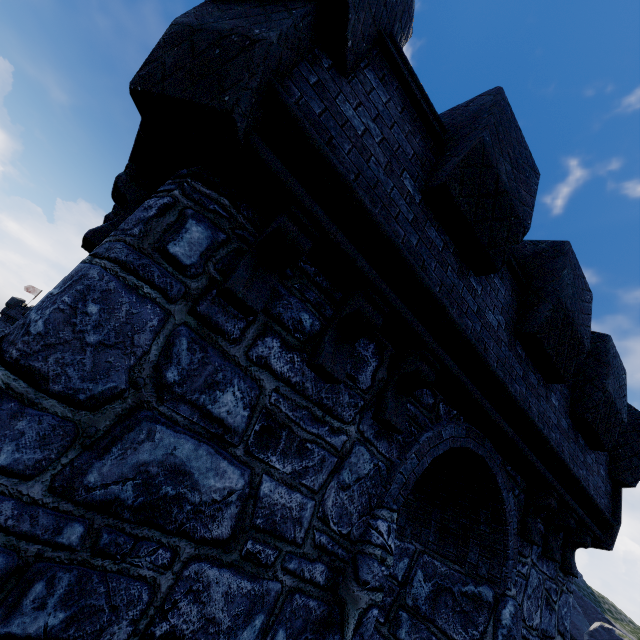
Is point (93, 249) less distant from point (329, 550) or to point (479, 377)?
point (329, 550)
